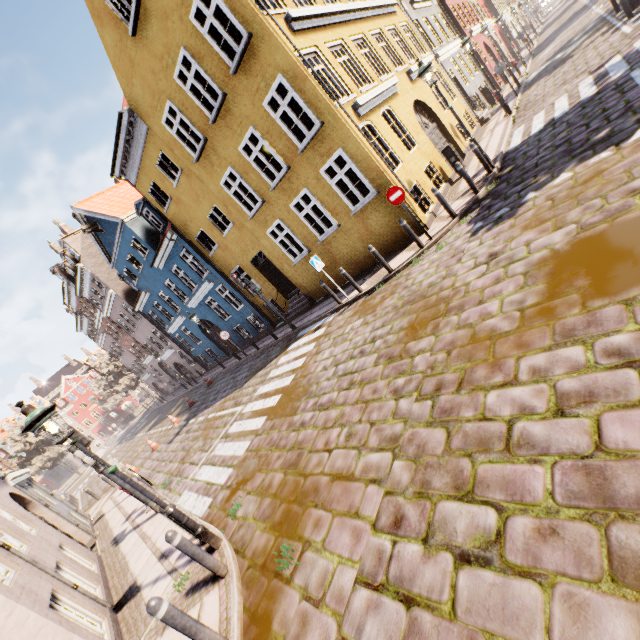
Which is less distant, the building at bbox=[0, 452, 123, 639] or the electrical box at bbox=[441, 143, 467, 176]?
the building at bbox=[0, 452, 123, 639]

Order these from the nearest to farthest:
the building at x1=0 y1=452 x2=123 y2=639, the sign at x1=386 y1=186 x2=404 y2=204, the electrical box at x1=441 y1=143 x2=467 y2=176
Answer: the building at x1=0 y1=452 x2=123 y2=639
the sign at x1=386 y1=186 x2=404 y2=204
the electrical box at x1=441 y1=143 x2=467 y2=176

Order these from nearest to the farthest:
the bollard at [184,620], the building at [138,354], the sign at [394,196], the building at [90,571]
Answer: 1. the bollard at [184,620]
2. the building at [90,571]
3. the sign at [394,196]
4. the building at [138,354]

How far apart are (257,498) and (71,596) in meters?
3.9 m

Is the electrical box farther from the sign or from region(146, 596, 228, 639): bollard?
region(146, 596, 228, 639): bollard

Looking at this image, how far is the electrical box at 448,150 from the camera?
12.21m

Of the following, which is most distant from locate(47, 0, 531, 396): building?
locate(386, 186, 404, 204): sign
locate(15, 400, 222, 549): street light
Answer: locate(15, 400, 222, 549): street light

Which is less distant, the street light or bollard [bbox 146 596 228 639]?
bollard [bbox 146 596 228 639]
